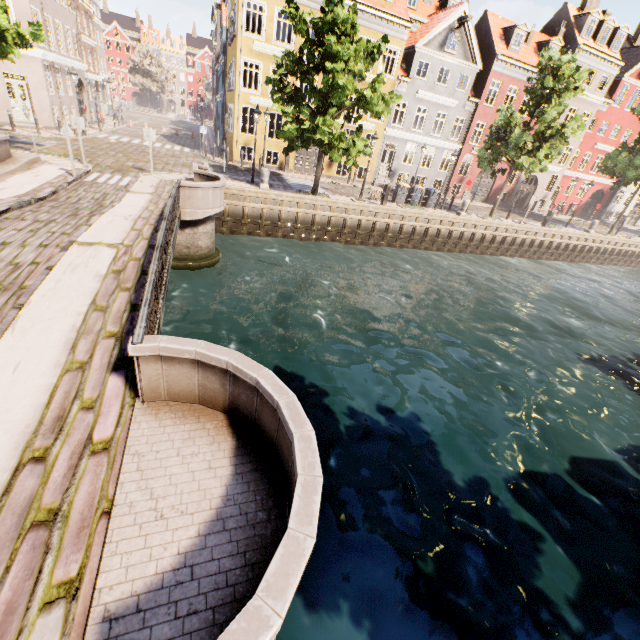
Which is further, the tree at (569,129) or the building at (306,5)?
the building at (306,5)

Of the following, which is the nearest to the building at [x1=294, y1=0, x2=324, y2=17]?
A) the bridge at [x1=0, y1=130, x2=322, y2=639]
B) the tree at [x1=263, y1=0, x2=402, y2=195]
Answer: the tree at [x1=263, y1=0, x2=402, y2=195]

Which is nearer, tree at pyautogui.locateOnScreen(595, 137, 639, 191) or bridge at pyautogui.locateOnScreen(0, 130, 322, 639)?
bridge at pyautogui.locateOnScreen(0, 130, 322, 639)

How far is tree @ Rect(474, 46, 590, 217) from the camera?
18.7m

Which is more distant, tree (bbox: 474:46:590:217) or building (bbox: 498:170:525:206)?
building (bbox: 498:170:525:206)

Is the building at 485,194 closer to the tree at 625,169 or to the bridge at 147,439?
the tree at 625,169

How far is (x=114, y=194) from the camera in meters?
12.1 m
